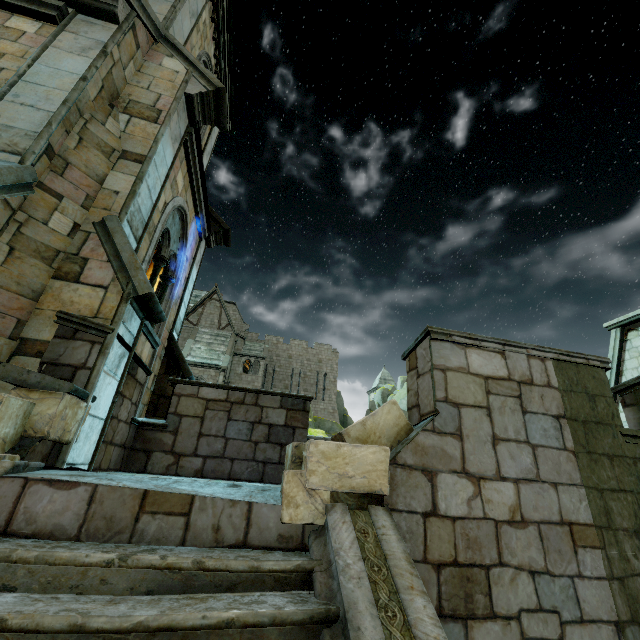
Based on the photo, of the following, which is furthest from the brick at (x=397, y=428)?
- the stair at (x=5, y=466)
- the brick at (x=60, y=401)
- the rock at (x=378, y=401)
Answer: the rock at (x=378, y=401)

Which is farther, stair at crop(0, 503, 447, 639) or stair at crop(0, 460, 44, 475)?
stair at crop(0, 460, 44, 475)

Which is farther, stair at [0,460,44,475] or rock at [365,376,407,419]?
rock at [365,376,407,419]

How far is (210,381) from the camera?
31.2m

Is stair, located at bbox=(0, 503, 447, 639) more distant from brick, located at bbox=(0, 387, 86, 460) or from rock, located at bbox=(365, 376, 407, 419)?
rock, located at bbox=(365, 376, 407, 419)

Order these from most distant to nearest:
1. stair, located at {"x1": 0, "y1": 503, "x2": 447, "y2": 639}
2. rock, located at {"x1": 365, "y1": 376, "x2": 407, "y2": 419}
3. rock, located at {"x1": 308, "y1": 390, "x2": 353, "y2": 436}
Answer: rock, located at {"x1": 365, "y1": 376, "x2": 407, "y2": 419} < rock, located at {"x1": 308, "y1": 390, "x2": 353, "y2": 436} < stair, located at {"x1": 0, "y1": 503, "x2": 447, "y2": 639}

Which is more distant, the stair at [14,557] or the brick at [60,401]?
the brick at [60,401]

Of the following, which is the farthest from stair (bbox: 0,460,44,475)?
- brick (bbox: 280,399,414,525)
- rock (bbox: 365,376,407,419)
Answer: rock (bbox: 365,376,407,419)
